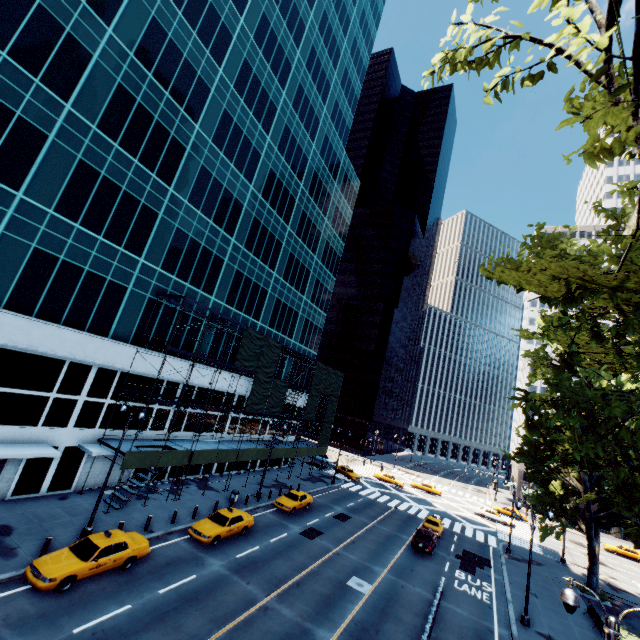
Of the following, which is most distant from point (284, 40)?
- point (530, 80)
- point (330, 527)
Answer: point (330, 527)

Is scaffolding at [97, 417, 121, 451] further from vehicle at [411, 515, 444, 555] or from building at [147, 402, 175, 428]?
vehicle at [411, 515, 444, 555]

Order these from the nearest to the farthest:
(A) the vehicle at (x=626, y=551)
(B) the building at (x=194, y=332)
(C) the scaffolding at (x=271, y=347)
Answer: (C) the scaffolding at (x=271, y=347)
(B) the building at (x=194, y=332)
(A) the vehicle at (x=626, y=551)

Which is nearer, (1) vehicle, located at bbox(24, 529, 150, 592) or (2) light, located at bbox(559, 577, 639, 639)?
(2) light, located at bbox(559, 577, 639, 639)

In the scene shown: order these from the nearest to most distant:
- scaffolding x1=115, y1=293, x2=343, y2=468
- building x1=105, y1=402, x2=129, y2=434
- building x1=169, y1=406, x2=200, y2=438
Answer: building x1=105, y1=402, x2=129, y2=434, scaffolding x1=115, y1=293, x2=343, y2=468, building x1=169, y1=406, x2=200, y2=438

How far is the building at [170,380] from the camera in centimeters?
2811cm

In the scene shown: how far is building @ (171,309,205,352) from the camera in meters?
29.4 m

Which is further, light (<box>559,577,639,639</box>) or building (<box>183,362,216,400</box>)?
building (<box>183,362,216,400</box>)
